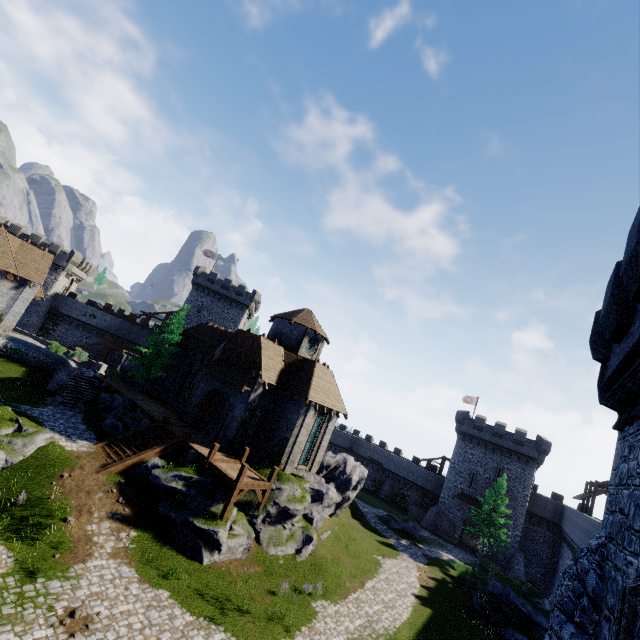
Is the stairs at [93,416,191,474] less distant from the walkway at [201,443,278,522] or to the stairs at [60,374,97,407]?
the walkway at [201,443,278,522]

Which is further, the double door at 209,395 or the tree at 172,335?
the tree at 172,335

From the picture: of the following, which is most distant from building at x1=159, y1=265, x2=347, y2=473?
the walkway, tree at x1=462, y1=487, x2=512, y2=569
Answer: tree at x1=462, y1=487, x2=512, y2=569

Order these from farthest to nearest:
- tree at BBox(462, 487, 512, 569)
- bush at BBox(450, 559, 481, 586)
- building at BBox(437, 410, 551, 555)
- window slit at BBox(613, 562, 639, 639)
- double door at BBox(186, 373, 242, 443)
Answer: building at BBox(437, 410, 551, 555) → tree at BBox(462, 487, 512, 569) → bush at BBox(450, 559, 481, 586) → double door at BBox(186, 373, 242, 443) → window slit at BBox(613, 562, 639, 639)

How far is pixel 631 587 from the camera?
5.36m

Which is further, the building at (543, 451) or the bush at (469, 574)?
the building at (543, 451)

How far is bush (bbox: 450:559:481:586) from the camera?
30.19m

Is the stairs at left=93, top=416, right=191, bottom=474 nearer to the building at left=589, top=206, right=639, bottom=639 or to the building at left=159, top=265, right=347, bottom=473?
the building at left=159, top=265, right=347, bottom=473
